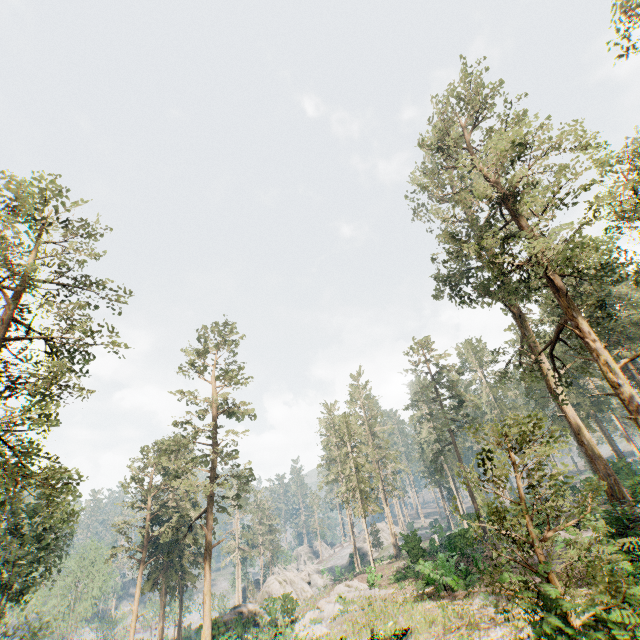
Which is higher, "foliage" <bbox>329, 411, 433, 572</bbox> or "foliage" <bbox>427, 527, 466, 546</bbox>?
"foliage" <bbox>329, 411, 433, 572</bbox>

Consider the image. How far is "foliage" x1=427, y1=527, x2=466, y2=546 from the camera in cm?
2758

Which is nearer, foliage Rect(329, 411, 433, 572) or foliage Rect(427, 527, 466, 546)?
foliage Rect(427, 527, 466, 546)

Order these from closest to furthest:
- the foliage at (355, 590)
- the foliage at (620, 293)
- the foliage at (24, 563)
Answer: the foliage at (620, 293), the foliage at (24, 563), the foliage at (355, 590)

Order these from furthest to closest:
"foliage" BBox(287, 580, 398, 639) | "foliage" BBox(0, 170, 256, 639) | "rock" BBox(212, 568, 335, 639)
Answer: "rock" BBox(212, 568, 335, 639) → "foliage" BBox(287, 580, 398, 639) → "foliage" BBox(0, 170, 256, 639)

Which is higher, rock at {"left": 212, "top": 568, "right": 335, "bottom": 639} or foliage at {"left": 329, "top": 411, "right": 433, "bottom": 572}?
foliage at {"left": 329, "top": 411, "right": 433, "bottom": 572}

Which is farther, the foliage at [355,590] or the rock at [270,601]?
the rock at [270,601]

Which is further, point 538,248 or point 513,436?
point 513,436
